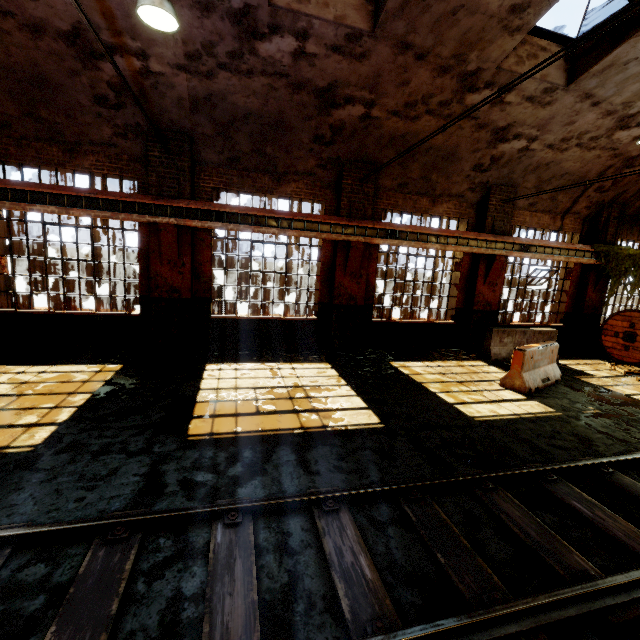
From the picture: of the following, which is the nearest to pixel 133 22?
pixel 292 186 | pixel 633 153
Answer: pixel 292 186

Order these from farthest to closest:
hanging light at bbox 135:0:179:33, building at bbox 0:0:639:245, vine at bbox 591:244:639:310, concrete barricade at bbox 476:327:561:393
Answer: vine at bbox 591:244:639:310 < concrete barricade at bbox 476:327:561:393 < building at bbox 0:0:639:245 < hanging light at bbox 135:0:179:33

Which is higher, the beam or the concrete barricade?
the beam

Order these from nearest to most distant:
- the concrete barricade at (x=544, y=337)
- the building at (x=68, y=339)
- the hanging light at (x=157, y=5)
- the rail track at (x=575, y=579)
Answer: the rail track at (x=575, y=579) → the hanging light at (x=157, y=5) → the concrete barricade at (x=544, y=337) → the building at (x=68, y=339)

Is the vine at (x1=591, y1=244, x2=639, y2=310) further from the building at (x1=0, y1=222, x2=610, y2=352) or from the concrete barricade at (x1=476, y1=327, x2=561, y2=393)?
the concrete barricade at (x1=476, y1=327, x2=561, y2=393)

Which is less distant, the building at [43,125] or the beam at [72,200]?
the building at [43,125]

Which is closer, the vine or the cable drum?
the cable drum

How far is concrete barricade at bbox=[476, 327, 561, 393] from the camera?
7.6 meters
